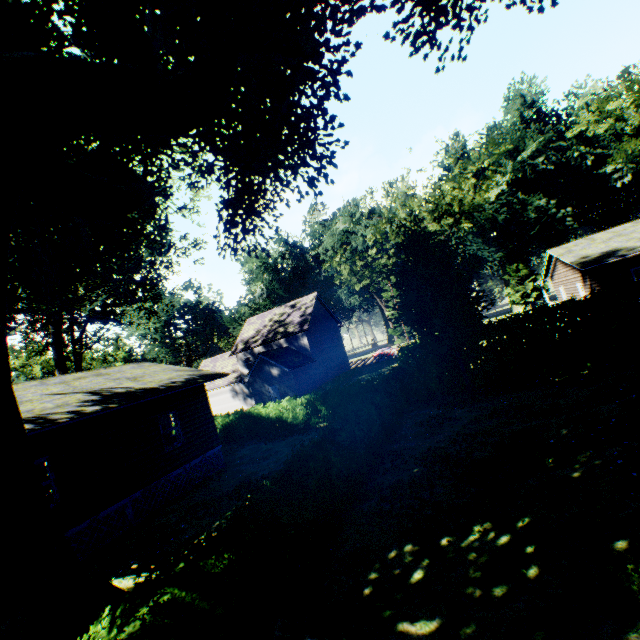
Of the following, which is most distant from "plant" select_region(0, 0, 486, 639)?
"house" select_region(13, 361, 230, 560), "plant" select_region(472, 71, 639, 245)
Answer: "plant" select_region(472, 71, 639, 245)

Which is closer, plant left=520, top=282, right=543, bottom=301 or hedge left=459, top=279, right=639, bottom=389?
hedge left=459, top=279, right=639, bottom=389

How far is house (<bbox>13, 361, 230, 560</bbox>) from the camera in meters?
10.5

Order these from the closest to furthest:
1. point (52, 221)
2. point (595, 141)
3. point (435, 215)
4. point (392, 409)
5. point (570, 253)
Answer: point (52, 221)
point (392, 409)
point (570, 253)
point (435, 215)
point (595, 141)

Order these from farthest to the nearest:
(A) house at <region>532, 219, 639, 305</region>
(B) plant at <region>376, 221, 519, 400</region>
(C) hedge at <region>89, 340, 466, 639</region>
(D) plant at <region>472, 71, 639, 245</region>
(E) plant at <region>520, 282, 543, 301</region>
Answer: (E) plant at <region>520, 282, 543, 301</region> → (D) plant at <region>472, 71, 639, 245</region> → (A) house at <region>532, 219, 639, 305</region> → (B) plant at <region>376, 221, 519, 400</region> → (C) hedge at <region>89, 340, 466, 639</region>

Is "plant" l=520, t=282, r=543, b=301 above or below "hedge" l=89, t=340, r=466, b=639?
above

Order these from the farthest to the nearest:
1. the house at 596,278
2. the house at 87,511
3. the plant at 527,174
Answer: the plant at 527,174
the house at 596,278
the house at 87,511

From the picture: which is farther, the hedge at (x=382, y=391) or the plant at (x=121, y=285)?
the plant at (x=121, y=285)
